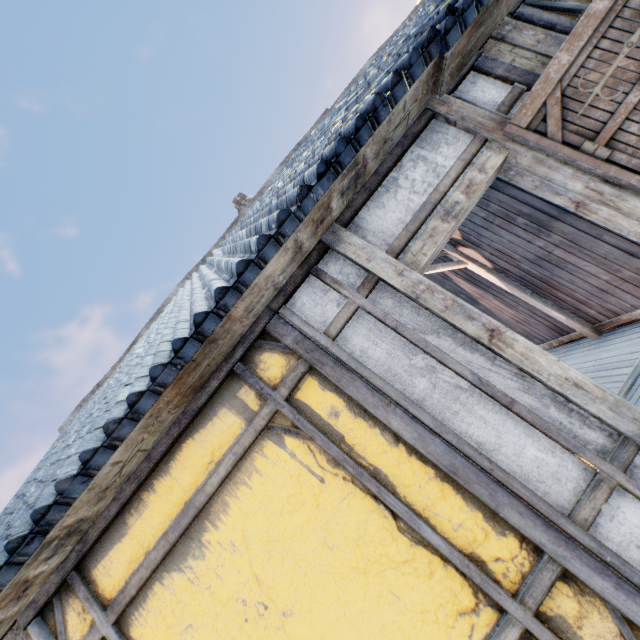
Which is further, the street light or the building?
the street light

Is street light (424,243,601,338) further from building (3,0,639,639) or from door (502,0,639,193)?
door (502,0,639,193)

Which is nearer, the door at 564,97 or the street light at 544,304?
the door at 564,97

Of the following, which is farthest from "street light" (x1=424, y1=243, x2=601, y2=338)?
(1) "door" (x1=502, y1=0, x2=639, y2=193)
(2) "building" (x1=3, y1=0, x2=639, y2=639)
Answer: (1) "door" (x1=502, y1=0, x2=639, y2=193)

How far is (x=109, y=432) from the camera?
1.7 meters

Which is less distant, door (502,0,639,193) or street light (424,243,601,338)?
door (502,0,639,193)

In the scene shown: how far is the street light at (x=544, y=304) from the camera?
4.7 meters
